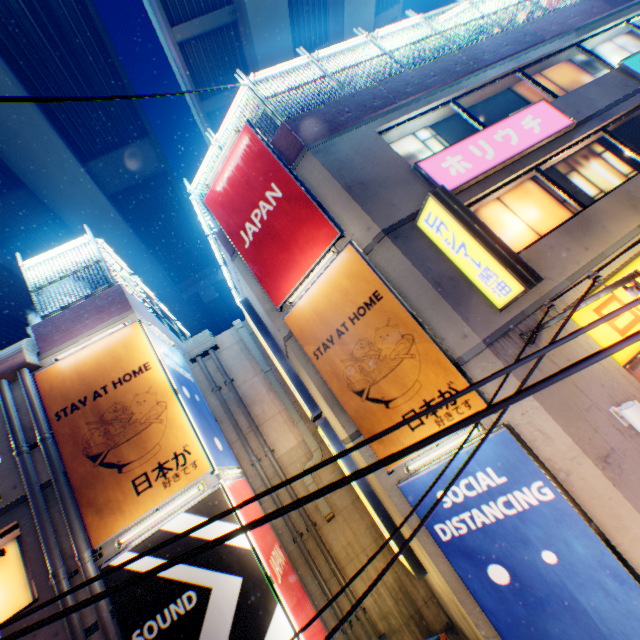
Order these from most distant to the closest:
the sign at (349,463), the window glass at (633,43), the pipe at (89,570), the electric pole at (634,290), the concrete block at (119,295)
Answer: the window glass at (633,43) → the sign at (349,463) → the concrete block at (119,295) → the pipe at (89,570) → the electric pole at (634,290)

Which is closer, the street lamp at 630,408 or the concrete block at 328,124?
the street lamp at 630,408

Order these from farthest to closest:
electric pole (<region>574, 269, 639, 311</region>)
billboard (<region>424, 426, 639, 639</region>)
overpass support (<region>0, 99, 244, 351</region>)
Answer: overpass support (<region>0, 99, 244, 351</region>), billboard (<region>424, 426, 639, 639</region>), electric pole (<region>574, 269, 639, 311</region>)

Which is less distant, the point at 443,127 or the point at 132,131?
the point at 443,127

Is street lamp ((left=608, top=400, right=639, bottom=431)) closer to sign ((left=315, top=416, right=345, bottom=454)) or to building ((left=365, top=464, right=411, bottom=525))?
building ((left=365, top=464, right=411, bottom=525))

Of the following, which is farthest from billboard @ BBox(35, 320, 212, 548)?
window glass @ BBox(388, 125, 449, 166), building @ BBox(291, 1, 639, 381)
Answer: window glass @ BBox(388, 125, 449, 166)

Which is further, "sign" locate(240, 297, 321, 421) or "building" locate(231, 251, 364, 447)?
"sign" locate(240, 297, 321, 421)

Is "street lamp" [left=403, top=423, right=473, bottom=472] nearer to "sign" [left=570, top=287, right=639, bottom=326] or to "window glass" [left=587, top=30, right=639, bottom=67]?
"sign" [left=570, top=287, right=639, bottom=326]
